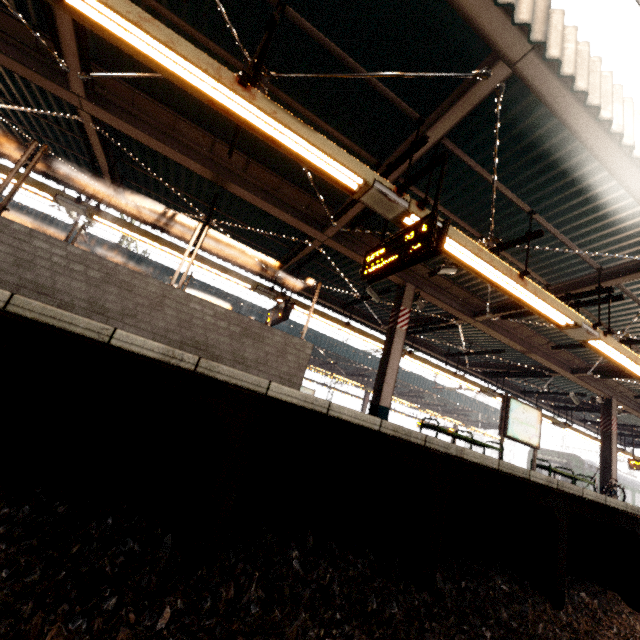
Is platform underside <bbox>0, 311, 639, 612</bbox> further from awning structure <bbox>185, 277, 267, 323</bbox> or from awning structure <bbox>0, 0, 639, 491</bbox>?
awning structure <bbox>185, 277, 267, 323</bbox>

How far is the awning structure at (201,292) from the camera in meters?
15.8 m

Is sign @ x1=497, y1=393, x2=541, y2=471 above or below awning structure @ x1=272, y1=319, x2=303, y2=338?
below

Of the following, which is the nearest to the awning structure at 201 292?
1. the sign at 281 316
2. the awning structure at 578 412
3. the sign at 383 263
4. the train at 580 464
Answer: the train at 580 464

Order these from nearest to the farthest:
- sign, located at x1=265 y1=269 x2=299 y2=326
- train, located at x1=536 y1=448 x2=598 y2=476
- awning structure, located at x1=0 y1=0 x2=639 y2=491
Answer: awning structure, located at x1=0 y1=0 x2=639 y2=491, sign, located at x1=265 y1=269 x2=299 y2=326, train, located at x1=536 y1=448 x2=598 y2=476

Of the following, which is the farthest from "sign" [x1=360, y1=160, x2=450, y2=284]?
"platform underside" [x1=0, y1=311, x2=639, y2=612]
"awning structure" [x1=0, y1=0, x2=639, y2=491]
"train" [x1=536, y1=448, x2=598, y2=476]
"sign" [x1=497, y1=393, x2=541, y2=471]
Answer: "train" [x1=536, y1=448, x2=598, y2=476]

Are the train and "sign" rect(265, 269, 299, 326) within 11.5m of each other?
no

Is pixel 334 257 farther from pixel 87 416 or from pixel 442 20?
pixel 87 416
